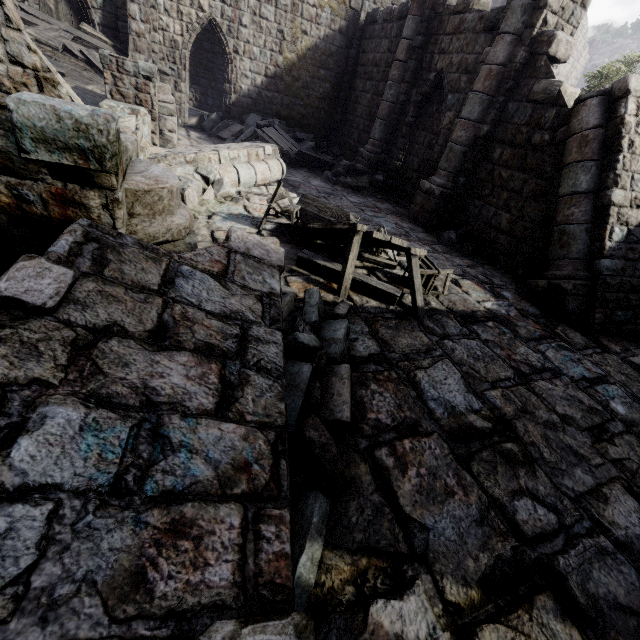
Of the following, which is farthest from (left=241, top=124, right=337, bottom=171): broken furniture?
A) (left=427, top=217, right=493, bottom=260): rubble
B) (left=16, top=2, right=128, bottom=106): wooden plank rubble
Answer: (left=427, top=217, right=493, bottom=260): rubble

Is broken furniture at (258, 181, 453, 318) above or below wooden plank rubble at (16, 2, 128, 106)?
below

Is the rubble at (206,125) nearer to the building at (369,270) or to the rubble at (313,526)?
the building at (369,270)

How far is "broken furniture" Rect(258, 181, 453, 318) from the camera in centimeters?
511cm

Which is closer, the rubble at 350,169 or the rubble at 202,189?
the rubble at 202,189

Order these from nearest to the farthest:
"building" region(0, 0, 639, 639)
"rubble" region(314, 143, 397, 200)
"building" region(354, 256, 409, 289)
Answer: "building" region(0, 0, 639, 639), "building" region(354, 256, 409, 289), "rubble" region(314, 143, 397, 200)

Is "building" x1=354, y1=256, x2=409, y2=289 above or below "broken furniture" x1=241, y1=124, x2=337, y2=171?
below

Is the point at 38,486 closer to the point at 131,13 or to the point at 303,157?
the point at 303,157
